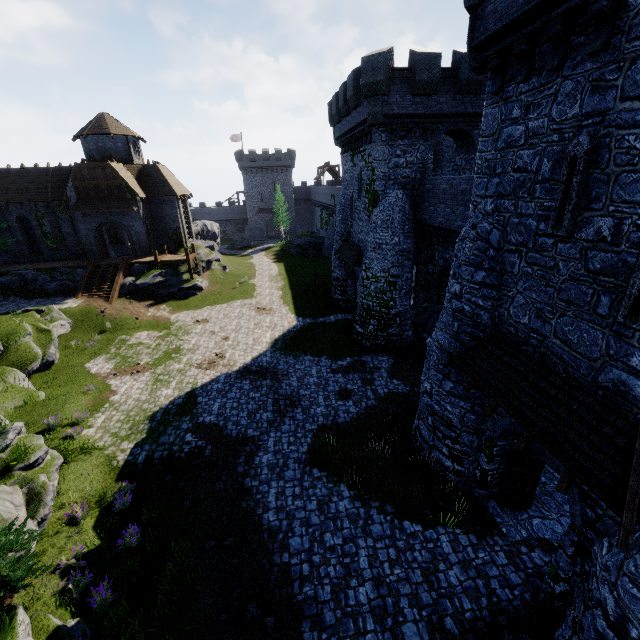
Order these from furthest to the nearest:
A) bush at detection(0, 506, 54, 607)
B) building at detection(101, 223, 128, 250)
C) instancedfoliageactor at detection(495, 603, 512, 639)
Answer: building at detection(101, 223, 128, 250) → instancedfoliageactor at detection(495, 603, 512, 639) → bush at detection(0, 506, 54, 607)

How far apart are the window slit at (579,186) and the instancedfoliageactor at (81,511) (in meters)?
16.45

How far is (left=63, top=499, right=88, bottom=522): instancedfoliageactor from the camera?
10.7m

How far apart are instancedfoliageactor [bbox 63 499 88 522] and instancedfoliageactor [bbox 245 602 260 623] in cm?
637

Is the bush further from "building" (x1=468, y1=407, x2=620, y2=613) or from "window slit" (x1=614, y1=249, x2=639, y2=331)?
"window slit" (x1=614, y1=249, x2=639, y2=331)

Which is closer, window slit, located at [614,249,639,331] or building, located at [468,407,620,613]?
window slit, located at [614,249,639,331]

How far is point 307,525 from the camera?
11.04m

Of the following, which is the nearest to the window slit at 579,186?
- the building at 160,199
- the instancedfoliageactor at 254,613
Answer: the instancedfoliageactor at 254,613
